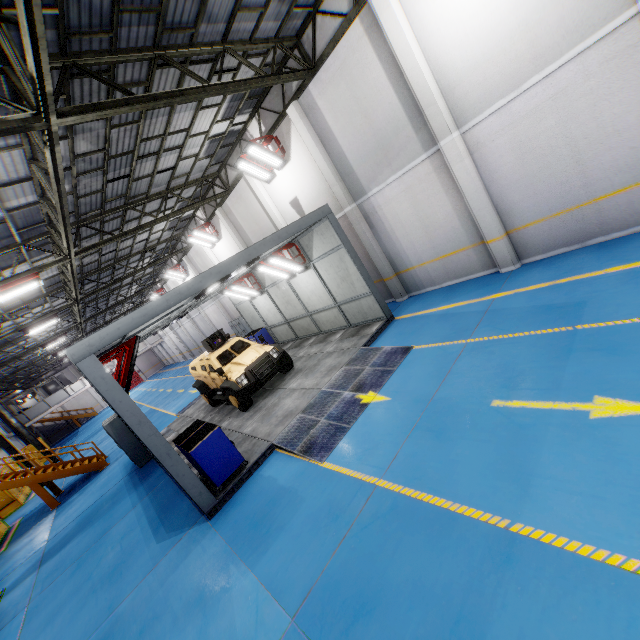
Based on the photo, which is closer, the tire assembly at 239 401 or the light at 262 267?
the tire assembly at 239 401

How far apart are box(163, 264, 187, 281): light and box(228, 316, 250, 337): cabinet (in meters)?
5.18

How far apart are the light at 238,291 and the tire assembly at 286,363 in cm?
397

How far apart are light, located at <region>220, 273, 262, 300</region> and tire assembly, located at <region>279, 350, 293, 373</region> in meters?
4.0

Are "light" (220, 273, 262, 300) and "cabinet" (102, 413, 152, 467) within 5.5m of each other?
no

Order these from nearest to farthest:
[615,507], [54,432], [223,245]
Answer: [615,507] → [223,245] → [54,432]

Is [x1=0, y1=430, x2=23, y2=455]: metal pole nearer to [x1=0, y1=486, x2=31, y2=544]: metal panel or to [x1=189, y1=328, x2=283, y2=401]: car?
[x1=0, y1=486, x2=31, y2=544]: metal panel

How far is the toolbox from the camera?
7.1 meters
